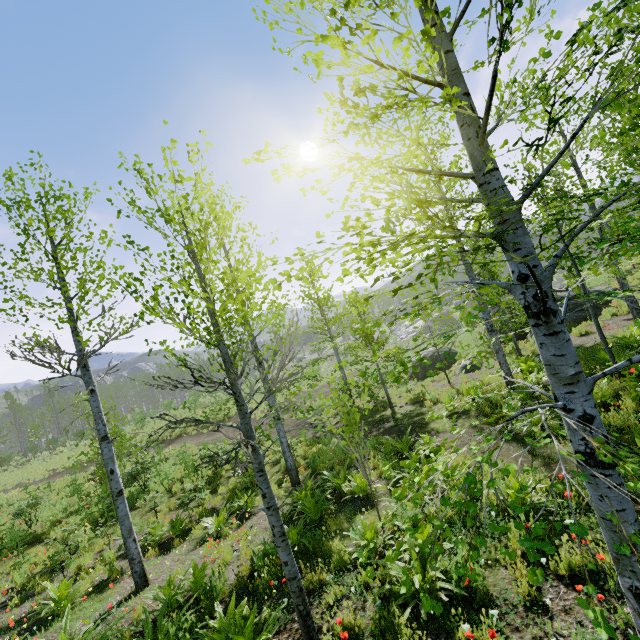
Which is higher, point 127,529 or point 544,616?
point 127,529
